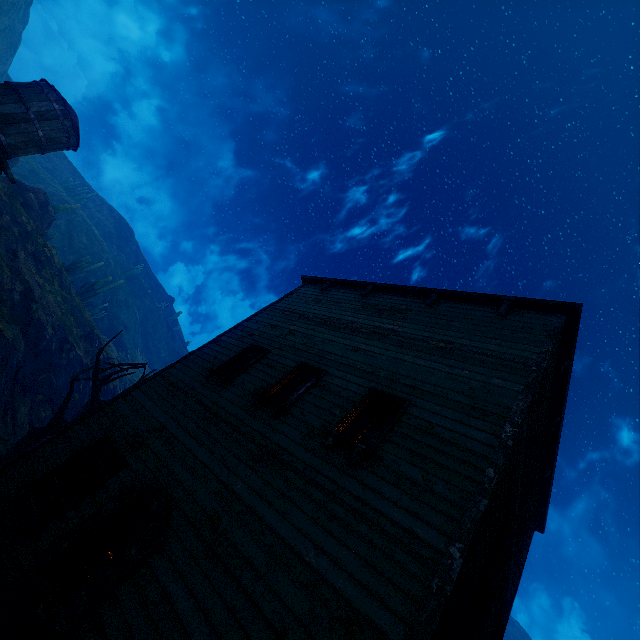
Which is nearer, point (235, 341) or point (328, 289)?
point (235, 341)

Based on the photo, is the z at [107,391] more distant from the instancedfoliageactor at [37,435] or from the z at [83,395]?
the z at [83,395]

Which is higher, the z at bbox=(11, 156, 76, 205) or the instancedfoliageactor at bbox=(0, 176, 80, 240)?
the z at bbox=(11, 156, 76, 205)

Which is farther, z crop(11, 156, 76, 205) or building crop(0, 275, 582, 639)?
z crop(11, 156, 76, 205)

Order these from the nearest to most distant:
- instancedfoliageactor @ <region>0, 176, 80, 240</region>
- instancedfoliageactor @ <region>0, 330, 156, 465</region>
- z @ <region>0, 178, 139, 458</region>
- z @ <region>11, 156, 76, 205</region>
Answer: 1. instancedfoliageactor @ <region>0, 330, 156, 465</region>
2. z @ <region>0, 178, 139, 458</region>
3. instancedfoliageactor @ <region>0, 176, 80, 240</region>
4. z @ <region>11, 156, 76, 205</region>

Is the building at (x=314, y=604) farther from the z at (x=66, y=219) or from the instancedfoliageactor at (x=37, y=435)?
the instancedfoliageactor at (x=37, y=435)

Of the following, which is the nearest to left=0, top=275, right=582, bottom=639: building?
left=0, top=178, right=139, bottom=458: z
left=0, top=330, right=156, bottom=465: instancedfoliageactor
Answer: left=0, top=178, right=139, bottom=458: z

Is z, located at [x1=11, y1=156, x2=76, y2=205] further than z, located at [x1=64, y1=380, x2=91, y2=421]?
Yes
